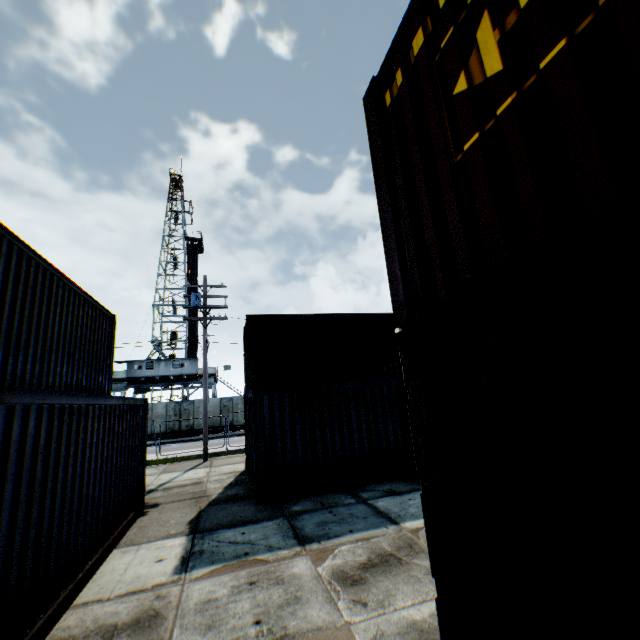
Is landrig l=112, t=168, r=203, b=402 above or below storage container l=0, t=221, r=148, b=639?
above

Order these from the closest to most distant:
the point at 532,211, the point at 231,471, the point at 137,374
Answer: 1. the point at 532,211
2. the point at 231,471
3. the point at 137,374

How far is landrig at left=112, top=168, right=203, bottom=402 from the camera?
34.5m

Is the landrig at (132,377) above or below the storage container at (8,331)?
above

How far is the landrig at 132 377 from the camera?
34.47m

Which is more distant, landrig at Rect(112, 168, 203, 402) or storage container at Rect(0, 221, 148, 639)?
landrig at Rect(112, 168, 203, 402)
